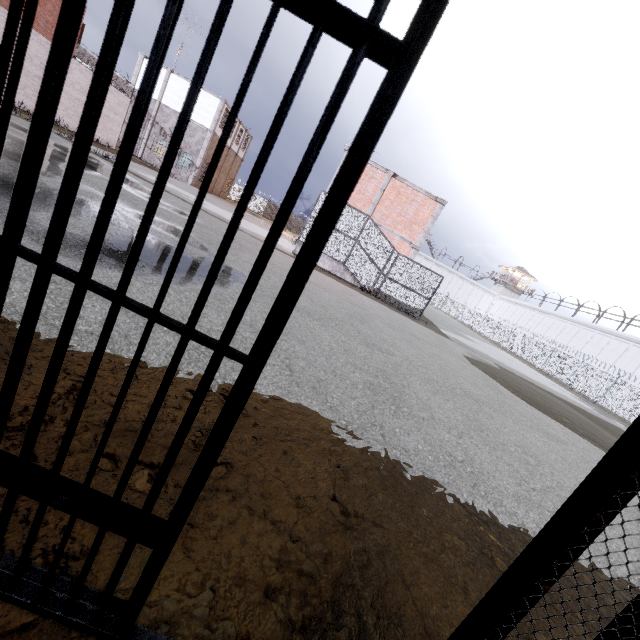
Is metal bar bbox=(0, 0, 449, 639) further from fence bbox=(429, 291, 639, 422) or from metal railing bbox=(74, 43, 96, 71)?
fence bbox=(429, 291, 639, 422)

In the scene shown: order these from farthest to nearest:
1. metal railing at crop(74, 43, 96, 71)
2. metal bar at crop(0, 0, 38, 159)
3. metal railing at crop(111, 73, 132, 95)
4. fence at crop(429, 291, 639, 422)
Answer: fence at crop(429, 291, 639, 422) → metal railing at crop(111, 73, 132, 95) → metal railing at crop(74, 43, 96, 71) → metal bar at crop(0, 0, 38, 159)

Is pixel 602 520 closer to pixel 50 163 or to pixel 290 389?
pixel 290 389

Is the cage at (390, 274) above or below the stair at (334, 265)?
above

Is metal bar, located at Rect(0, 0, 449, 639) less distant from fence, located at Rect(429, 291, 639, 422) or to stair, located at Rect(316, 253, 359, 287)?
stair, located at Rect(316, 253, 359, 287)

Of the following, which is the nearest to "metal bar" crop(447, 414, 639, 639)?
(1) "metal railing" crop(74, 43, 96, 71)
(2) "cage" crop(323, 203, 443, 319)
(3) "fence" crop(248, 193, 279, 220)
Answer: (2) "cage" crop(323, 203, 443, 319)

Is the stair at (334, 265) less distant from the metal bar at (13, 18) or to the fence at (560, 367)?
the metal bar at (13, 18)

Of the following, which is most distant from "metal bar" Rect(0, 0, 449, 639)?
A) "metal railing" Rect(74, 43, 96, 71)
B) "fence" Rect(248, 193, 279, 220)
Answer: "fence" Rect(248, 193, 279, 220)
